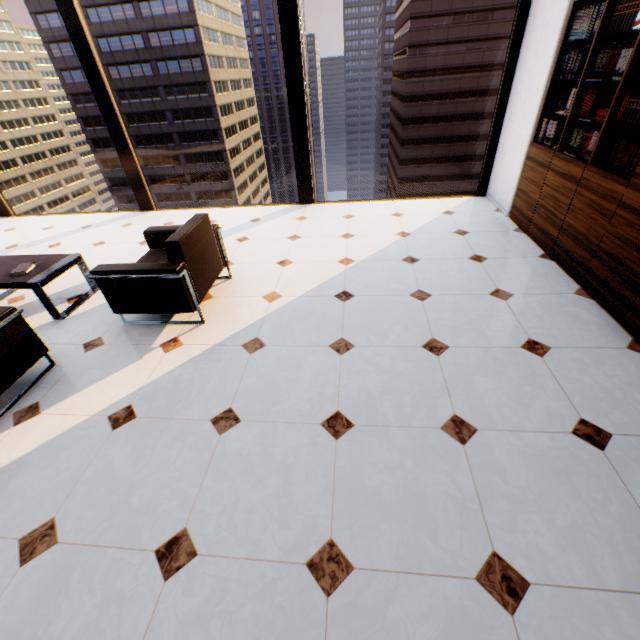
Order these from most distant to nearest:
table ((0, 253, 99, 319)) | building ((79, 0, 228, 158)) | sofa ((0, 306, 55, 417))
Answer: building ((79, 0, 228, 158))
table ((0, 253, 99, 319))
sofa ((0, 306, 55, 417))

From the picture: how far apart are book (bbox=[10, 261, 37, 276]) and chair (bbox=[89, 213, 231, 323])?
1.0 meters

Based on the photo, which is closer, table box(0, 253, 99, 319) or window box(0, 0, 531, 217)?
table box(0, 253, 99, 319)

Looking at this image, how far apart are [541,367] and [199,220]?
3.10m

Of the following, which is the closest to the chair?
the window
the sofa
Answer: the sofa

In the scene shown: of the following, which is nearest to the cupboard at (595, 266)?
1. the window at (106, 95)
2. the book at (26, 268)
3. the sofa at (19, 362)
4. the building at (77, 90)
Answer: the window at (106, 95)

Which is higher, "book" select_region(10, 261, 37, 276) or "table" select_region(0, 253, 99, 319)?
"book" select_region(10, 261, 37, 276)

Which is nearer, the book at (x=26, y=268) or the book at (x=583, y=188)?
→ the book at (x=583, y=188)
